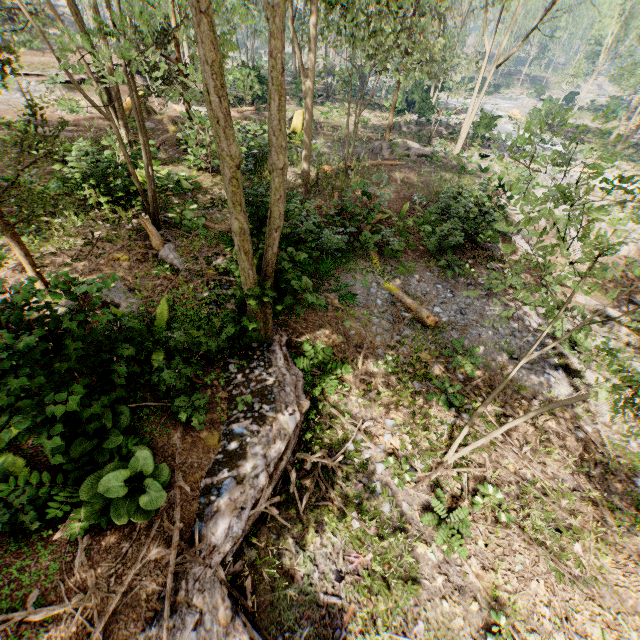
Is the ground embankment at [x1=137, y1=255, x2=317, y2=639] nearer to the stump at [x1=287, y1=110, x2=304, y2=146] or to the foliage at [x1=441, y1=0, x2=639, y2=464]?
the foliage at [x1=441, y1=0, x2=639, y2=464]

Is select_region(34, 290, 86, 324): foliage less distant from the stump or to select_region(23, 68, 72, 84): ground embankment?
select_region(23, 68, 72, 84): ground embankment

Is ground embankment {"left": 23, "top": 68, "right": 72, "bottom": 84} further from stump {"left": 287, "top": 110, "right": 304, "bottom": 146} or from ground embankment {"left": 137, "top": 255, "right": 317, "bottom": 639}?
ground embankment {"left": 137, "top": 255, "right": 317, "bottom": 639}

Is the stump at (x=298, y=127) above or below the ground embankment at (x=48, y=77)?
below

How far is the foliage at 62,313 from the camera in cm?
413

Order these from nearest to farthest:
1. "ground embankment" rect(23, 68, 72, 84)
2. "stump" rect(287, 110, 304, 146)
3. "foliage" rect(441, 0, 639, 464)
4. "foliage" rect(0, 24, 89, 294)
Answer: "foliage" rect(441, 0, 639, 464), "foliage" rect(0, 24, 89, 294), "ground embankment" rect(23, 68, 72, 84), "stump" rect(287, 110, 304, 146)

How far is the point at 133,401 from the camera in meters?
5.8 m
